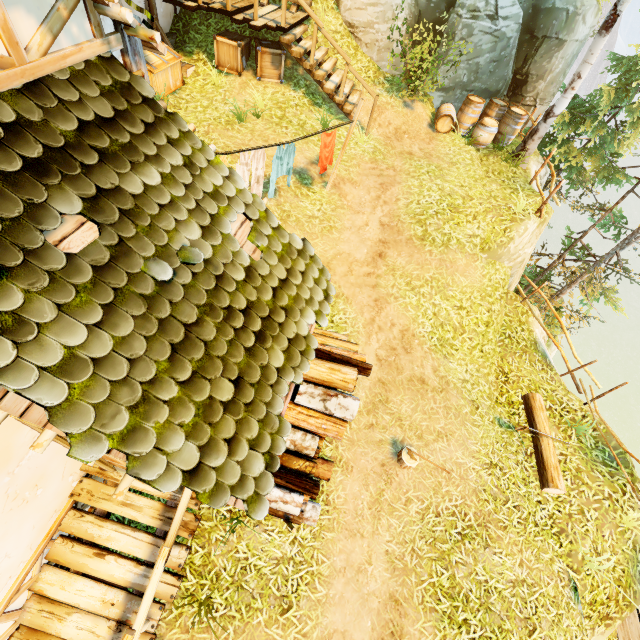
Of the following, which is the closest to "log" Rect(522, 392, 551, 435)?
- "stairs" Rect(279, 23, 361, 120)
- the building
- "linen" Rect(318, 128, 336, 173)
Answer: the building

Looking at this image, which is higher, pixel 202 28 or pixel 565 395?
pixel 202 28

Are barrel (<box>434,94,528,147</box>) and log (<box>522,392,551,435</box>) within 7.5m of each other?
no

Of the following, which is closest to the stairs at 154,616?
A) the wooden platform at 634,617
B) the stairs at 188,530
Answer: the stairs at 188,530

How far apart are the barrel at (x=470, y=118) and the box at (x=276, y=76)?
6.50m

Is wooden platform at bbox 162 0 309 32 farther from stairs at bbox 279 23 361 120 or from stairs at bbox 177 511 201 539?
stairs at bbox 177 511 201 539

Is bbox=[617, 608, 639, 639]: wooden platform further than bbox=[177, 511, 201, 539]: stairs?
Yes

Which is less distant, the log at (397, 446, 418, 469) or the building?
the building
